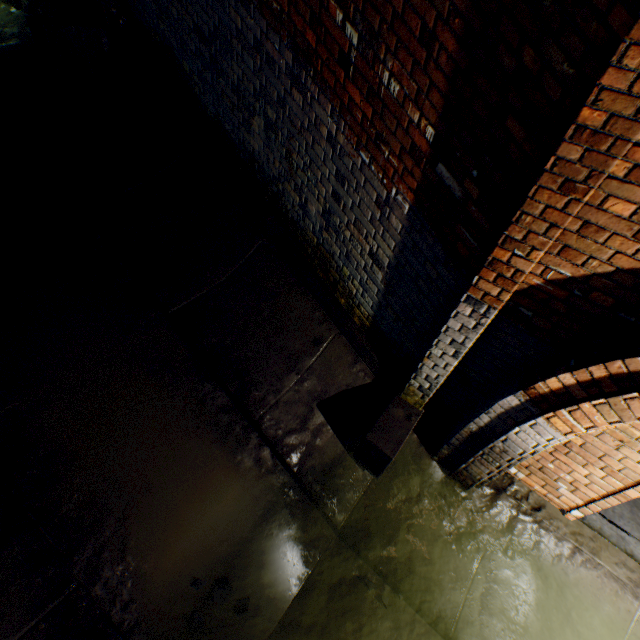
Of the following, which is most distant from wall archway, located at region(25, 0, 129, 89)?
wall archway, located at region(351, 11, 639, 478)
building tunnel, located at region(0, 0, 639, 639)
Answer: wall archway, located at region(351, 11, 639, 478)

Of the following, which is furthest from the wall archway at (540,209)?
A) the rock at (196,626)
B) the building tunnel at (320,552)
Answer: the rock at (196,626)

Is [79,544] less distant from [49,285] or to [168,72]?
[49,285]

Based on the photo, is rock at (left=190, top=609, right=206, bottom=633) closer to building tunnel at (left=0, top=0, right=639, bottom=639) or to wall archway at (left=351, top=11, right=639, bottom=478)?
building tunnel at (left=0, top=0, right=639, bottom=639)

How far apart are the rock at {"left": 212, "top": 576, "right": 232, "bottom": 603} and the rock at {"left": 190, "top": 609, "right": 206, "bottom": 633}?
0.15m

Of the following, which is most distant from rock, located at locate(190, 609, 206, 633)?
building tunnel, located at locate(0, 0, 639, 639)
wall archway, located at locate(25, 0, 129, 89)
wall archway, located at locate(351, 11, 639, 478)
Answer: wall archway, located at locate(25, 0, 129, 89)

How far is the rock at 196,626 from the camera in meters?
2.5 m

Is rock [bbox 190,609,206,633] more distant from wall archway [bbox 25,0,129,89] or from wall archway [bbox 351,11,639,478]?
wall archway [bbox 25,0,129,89]
